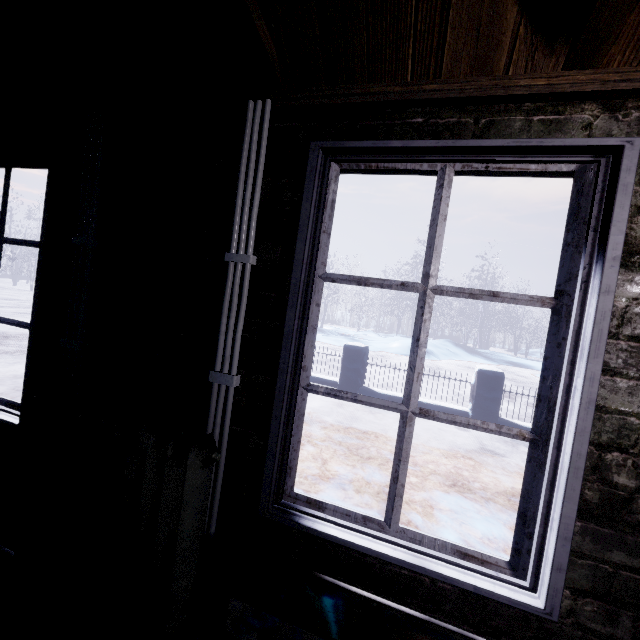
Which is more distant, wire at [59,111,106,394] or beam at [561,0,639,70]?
wire at [59,111,106,394]

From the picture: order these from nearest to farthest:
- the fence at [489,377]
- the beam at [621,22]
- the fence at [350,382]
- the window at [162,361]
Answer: the beam at [621,22]
the window at [162,361]
the fence at [489,377]
the fence at [350,382]

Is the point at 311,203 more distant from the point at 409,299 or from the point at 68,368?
the point at 409,299

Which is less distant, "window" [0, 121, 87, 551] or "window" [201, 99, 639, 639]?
"window" [201, 99, 639, 639]

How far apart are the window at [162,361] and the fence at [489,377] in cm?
400

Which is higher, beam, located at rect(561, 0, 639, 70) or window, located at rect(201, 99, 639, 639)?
beam, located at rect(561, 0, 639, 70)

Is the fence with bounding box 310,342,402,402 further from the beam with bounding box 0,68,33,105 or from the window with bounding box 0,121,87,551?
the beam with bounding box 0,68,33,105
